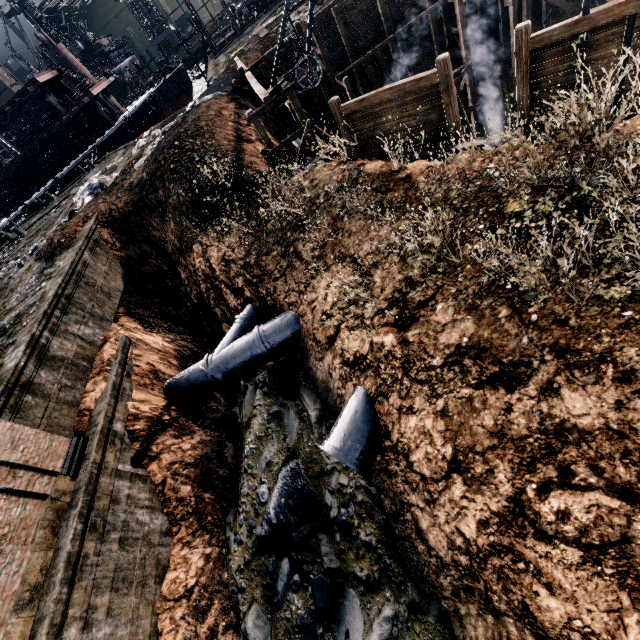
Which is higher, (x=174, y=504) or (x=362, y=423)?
(x=362, y=423)

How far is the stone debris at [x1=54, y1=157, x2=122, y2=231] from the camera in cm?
2120

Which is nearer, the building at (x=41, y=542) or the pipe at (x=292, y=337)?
the building at (x=41, y=542)

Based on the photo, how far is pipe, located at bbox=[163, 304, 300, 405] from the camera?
13.9m

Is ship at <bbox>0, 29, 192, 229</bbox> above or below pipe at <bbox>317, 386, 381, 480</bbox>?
above

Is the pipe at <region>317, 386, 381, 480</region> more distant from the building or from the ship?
the ship

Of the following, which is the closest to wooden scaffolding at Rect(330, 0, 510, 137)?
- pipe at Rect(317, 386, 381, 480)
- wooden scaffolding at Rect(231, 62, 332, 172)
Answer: wooden scaffolding at Rect(231, 62, 332, 172)

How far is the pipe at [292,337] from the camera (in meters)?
13.91
